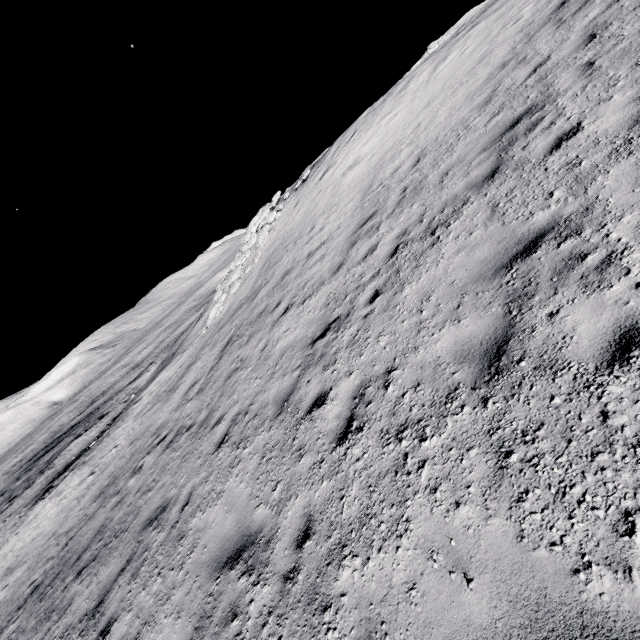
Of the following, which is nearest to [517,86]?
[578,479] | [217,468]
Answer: [578,479]
